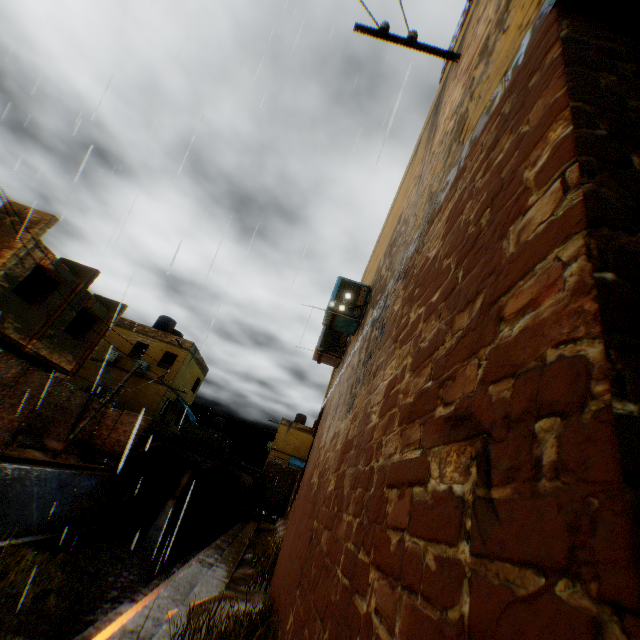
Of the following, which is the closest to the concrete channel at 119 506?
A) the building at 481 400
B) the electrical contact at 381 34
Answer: the building at 481 400

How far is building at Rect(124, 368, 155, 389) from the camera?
24.55m

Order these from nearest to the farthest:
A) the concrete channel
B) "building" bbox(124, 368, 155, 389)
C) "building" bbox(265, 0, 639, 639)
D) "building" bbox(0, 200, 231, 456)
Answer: "building" bbox(265, 0, 639, 639), the concrete channel, "building" bbox(0, 200, 231, 456), "building" bbox(124, 368, 155, 389)

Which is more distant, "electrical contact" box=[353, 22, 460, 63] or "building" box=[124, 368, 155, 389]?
"building" box=[124, 368, 155, 389]

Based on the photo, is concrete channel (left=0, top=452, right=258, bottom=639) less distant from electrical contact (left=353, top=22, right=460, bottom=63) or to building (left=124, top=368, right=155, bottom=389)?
building (left=124, top=368, right=155, bottom=389)

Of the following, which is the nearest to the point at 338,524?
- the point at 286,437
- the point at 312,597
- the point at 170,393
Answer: the point at 312,597
